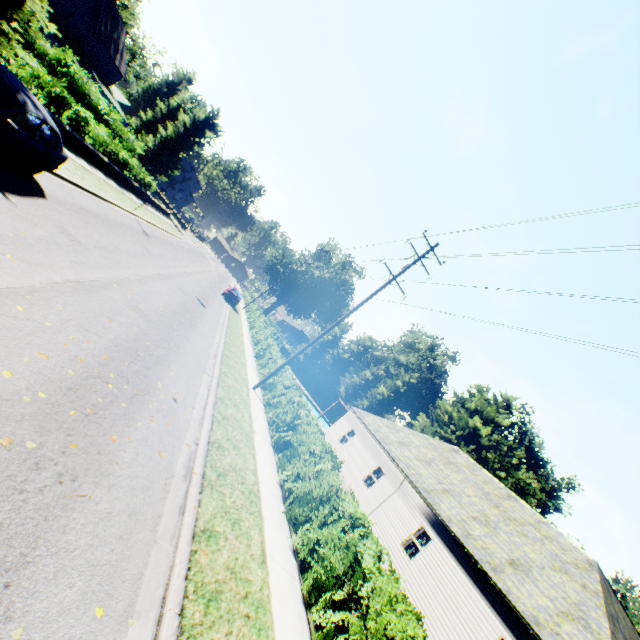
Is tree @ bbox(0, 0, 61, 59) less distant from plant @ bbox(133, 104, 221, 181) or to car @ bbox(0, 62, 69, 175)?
plant @ bbox(133, 104, 221, 181)

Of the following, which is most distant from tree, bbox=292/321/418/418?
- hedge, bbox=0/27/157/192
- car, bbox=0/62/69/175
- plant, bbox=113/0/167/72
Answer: car, bbox=0/62/69/175

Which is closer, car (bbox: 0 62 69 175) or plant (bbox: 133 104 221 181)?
car (bbox: 0 62 69 175)

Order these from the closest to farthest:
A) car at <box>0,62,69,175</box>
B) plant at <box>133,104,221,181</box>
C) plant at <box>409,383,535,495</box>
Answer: car at <box>0,62,69,175</box>
plant at <box>409,383,535,495</box>
plant at <box>133,104,221,181</box>

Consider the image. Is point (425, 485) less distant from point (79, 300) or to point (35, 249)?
point (79, 300)

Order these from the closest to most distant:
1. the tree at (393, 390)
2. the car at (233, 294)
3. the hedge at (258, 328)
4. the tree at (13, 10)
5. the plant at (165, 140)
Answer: the tree at (13, 10) < the hedge at (258, 328) < the car at (233, 294) < the plant at (165, 140) < the tree at (393, 390)

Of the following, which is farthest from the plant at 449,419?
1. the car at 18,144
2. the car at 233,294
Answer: the car at 18,144
